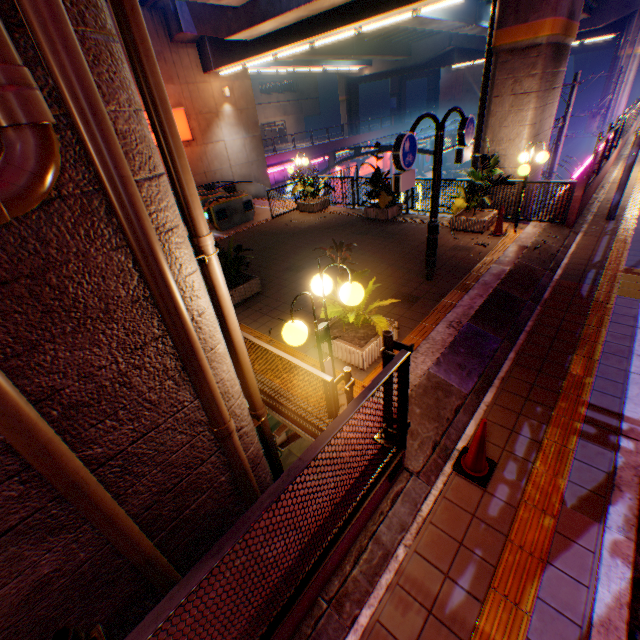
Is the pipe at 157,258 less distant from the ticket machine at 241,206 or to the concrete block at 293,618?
the concrete block at 293,618

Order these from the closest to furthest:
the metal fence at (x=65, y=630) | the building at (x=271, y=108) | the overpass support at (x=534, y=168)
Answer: the metal fence at (x=65, y=630)
the overpass support at (x=534, y=168)
the building at (x=271, y=108)

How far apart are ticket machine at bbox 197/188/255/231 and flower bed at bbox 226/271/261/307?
5.4 meters

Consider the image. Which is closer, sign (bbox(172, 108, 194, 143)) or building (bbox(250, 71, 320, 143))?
sign (bbox(172, 108, 194, 143))

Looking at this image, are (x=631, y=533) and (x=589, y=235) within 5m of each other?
no

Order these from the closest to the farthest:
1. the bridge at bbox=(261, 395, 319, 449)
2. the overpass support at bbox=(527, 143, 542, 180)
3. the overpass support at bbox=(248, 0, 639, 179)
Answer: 1. the bridge at bbox=(261, 395, 319, 449)
2. the overpass support at bbox=(248, 0, 639, 179)
3. the overpass support at bbox=(527, 143, 542, 180)

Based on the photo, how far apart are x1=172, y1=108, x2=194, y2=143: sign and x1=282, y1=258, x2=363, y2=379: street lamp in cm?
1711

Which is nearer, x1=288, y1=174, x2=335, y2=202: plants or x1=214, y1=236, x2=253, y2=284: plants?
x1=214, y1=236, x2=253, y2=284: plants
